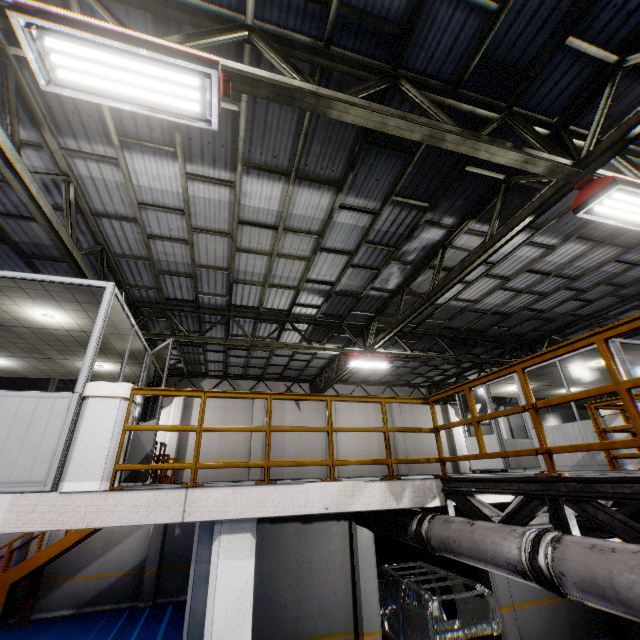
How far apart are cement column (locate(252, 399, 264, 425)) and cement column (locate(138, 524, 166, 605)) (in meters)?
3.32

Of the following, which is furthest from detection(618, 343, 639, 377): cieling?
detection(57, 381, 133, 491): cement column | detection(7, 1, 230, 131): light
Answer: detection(57, 381, 133, 491): cement column

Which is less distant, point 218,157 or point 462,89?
point 462,89

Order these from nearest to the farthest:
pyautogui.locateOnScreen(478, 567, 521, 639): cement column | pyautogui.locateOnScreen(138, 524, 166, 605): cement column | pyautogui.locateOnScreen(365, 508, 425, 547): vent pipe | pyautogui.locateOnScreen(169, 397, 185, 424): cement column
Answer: pyautogui.locateOnScreen(365, 508, 425, 547): vent pipe → pyautogui.locateOnScreen(478, 567, 521, 639): cement column → pyautogui.locateOnScreen(138, 524, 166, 605): cement column → pyautogui.locateOnScreen(169, 397, 185, 424): cement column

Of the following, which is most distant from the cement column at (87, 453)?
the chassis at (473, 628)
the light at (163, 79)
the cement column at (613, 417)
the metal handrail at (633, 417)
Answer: the cement column at (613, 417)

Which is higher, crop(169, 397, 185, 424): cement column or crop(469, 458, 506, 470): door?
crop(169, 397, 185, 424): cement column

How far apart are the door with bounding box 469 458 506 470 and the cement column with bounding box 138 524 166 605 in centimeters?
1244cm

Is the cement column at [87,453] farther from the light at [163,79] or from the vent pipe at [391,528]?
the vent pipe at [391,528]
